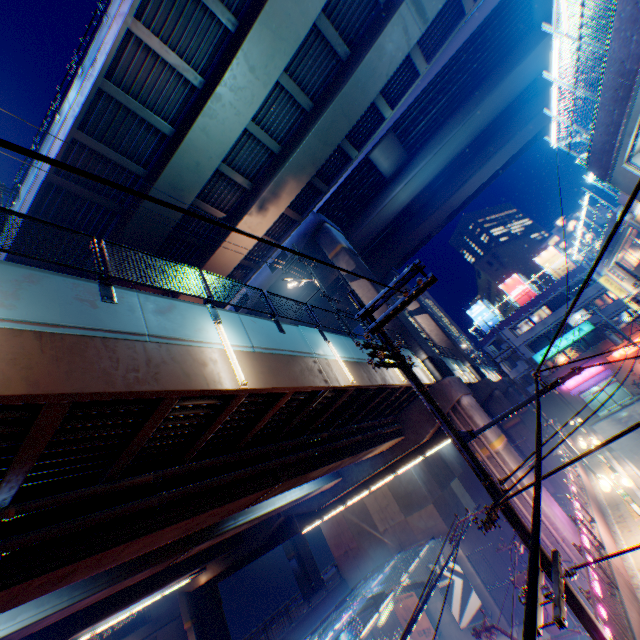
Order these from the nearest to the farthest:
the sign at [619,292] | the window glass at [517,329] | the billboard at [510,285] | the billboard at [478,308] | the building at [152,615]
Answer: the sign at [619,292] → the building at [152,615] → the window glass at [517,329] → the billboard at [510,285] → the billboard at [478,308]

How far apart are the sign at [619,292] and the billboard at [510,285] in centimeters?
1528cm

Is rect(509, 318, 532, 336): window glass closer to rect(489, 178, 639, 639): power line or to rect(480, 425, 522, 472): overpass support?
rect(480, 425, 522, 472): overpass support

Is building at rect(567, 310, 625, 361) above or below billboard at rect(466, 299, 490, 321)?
below

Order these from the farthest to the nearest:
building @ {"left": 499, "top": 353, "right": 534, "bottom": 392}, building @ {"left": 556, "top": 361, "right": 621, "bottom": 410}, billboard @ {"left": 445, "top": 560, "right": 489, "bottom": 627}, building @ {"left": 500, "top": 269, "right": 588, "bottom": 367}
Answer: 1. building @ {"left": 499, "top": 353, "right": 534, "bottom": 392}
2. building @ {"left": 500, "top": 269, "right": 588, "bottom": 367}
3. building @ {"left": 556, "top": 361, "right": 621, "bottom": 410}
4. billboard @ {"left": 445, "top": 560, "right": 489, "bottom": 627}

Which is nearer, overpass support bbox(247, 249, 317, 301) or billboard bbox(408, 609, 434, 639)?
billboard bbox(408, 609, 434, 639)

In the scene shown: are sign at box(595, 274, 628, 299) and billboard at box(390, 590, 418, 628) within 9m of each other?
no

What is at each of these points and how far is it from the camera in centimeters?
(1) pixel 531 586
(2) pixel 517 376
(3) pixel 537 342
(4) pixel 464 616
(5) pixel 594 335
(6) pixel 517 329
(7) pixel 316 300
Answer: (1) power line, 129cm
(2) building, 4578cm
(3) building, 4422cm
(4) billboard, 2436cm
(5) building, 4088cm
(6) window glass, 4578cm
(7) overpass support, 3734cm
